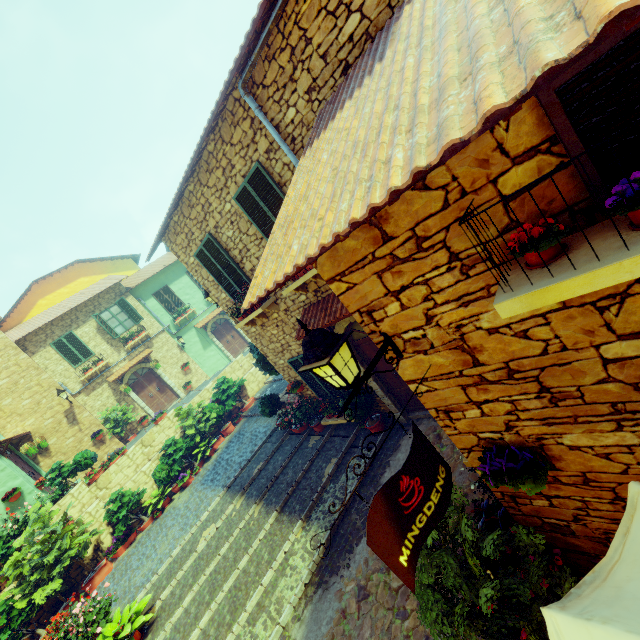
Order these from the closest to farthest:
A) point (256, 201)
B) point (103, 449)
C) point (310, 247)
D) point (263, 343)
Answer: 1. point (310, 247)
2. point (256, 201)
3. point (263, 343)
4. point (103, 449)

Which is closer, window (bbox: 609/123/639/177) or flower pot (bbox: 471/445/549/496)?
window (bbox: 609/123/639/177)

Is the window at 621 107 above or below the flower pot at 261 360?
above

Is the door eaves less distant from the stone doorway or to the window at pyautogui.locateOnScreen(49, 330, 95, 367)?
the stone doorway

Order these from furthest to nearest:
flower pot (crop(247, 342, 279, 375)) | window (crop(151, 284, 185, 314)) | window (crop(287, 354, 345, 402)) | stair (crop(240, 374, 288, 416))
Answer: window (crop(151, 284, 185, 314))
stair (crop(240, 374, 288, 416))
flower pot (crop(247, 342, 279, 375))
window (crop(287, 354, 345, 402))

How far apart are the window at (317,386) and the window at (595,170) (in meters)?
6.91

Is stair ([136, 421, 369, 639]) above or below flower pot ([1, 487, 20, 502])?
below

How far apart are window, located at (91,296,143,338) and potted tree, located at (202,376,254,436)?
6.5 meters
